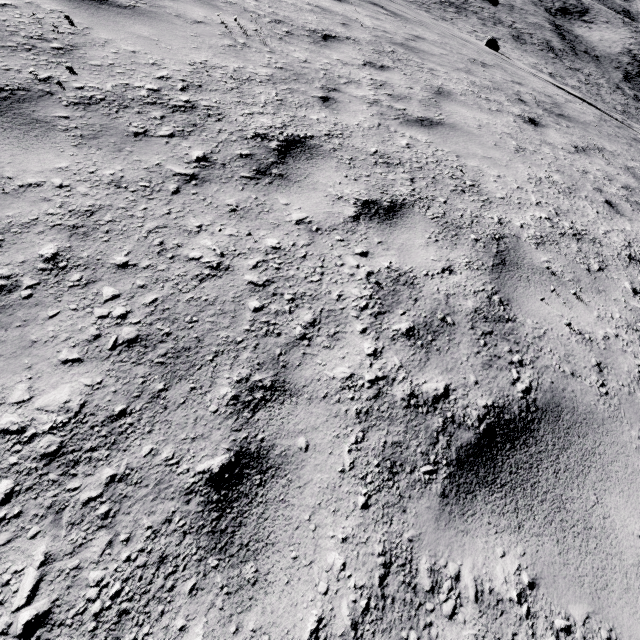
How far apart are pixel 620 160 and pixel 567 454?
7.78m
